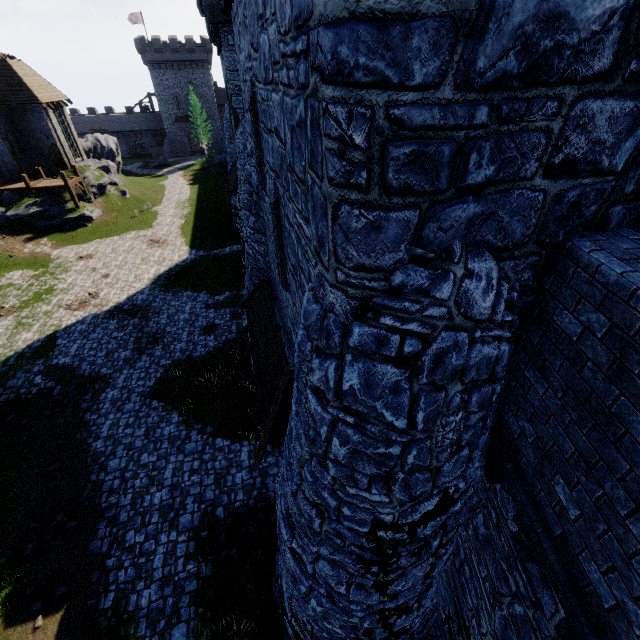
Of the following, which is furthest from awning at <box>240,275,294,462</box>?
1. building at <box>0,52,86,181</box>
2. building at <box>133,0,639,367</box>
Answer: building at <box>0,52,86,181</box>

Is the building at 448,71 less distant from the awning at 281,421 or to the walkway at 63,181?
the awning at 281,421

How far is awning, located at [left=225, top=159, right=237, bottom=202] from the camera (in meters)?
22.19

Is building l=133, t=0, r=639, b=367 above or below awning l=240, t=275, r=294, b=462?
above

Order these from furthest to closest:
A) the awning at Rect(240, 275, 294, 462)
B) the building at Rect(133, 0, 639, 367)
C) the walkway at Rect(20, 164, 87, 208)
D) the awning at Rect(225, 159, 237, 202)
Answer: the walkway at Rect(20, 164, 87, 208) → the awning at Rect(225, 159, 237, 202) → the awning at Rect(240, 275, 294, 462) → the building at Rect(133, 0, 639, 367)

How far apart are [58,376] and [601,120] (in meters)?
20.39

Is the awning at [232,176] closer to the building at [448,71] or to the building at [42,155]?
the building at [448,71]

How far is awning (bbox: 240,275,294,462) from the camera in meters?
7.1 m
